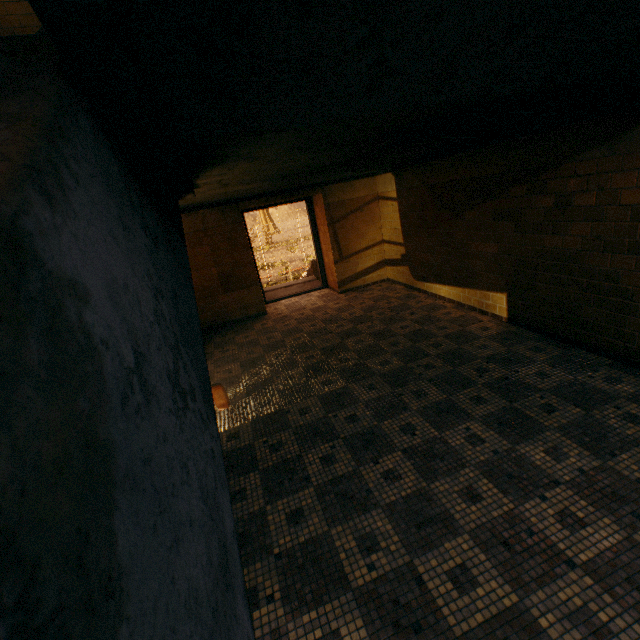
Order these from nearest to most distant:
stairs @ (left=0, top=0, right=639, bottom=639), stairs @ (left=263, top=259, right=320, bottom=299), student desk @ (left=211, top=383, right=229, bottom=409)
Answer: stairs @ (left=0, top=0, right=639, bottom=639) < student desk @ (left=211, top=383, right=229, bottom=409) < stairs @ (left=263, top=259, right=320, bottom=299)

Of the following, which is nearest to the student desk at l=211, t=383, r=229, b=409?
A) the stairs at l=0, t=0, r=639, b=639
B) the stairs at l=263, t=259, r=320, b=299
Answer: the stairs at l=0, t=0, r=639, b=639

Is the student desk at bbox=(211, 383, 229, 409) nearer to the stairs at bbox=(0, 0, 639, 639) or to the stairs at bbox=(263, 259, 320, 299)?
the stairs at bbox=(0, 0, 639, 639)

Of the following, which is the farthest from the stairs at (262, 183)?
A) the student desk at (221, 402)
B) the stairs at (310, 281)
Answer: the stairs at (310, 281)

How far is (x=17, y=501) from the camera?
0.30m

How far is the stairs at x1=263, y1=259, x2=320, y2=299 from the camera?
8.7m

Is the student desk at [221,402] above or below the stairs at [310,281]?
above
